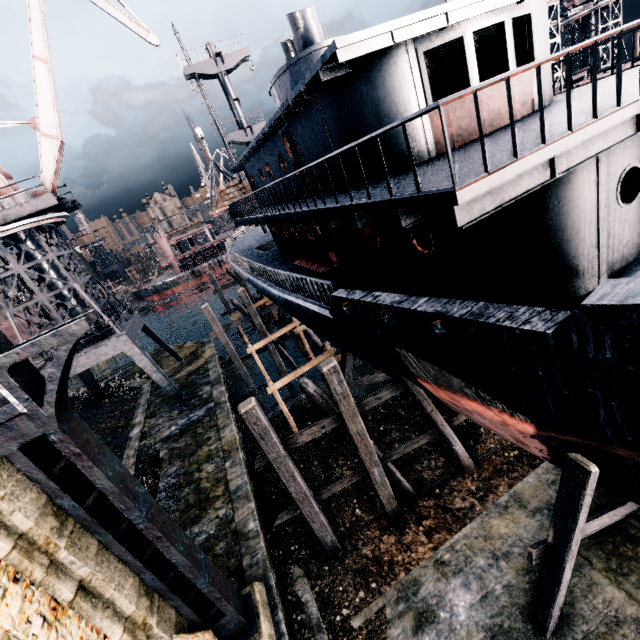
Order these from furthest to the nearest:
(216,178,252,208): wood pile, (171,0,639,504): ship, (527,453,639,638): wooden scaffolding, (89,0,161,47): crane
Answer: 1. (216,178,252,208): wood pile
2. (89,0,161,47): crane
3. (527,453,639,638): wooden scaffolding
4. (171,0,639,504): ship

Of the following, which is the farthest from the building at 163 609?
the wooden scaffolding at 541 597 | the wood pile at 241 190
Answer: the wooden scaffolding at 541 597

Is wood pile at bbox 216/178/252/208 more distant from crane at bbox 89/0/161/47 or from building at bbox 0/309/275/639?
building at bbox 0/309/275/639

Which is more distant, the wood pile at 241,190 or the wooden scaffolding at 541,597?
the wood pile at 241,190

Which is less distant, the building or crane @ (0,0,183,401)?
the building

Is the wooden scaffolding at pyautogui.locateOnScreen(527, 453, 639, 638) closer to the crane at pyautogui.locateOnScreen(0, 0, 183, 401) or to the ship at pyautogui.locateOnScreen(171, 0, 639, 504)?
the ship at pyautogui.locateOnScreen(171, 0, 639, 504)

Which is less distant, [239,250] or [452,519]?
[452,519]

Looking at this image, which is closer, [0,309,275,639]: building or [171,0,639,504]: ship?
[171,0,639,504]: ship
